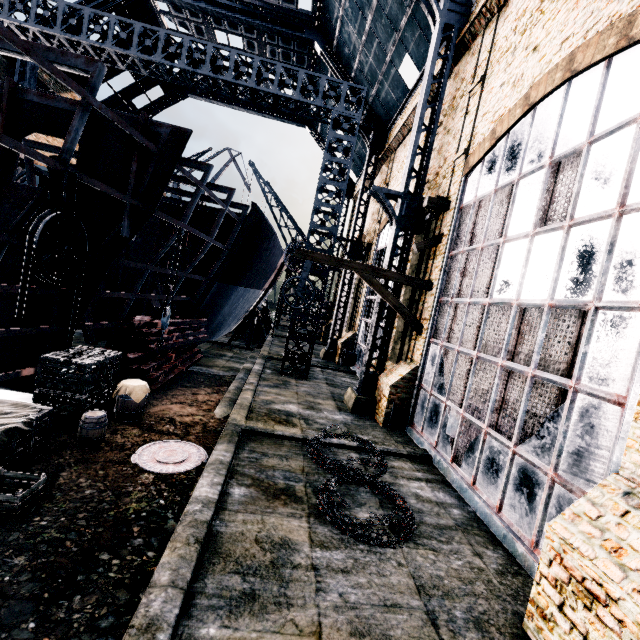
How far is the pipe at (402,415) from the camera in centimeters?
1305cm

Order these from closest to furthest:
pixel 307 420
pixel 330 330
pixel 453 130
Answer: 1. pixel 307 420
2. pixel 453 130
3. pixel 330 330

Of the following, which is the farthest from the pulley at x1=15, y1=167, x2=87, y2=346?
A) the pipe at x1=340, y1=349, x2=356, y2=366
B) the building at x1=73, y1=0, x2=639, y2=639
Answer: the pipe at x1=340, y1=349, x2=356, y2=366

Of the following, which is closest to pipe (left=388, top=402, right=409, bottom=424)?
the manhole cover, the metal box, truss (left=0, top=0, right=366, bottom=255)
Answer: the metal box

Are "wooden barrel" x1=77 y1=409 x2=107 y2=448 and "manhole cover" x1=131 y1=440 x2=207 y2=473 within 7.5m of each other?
yes

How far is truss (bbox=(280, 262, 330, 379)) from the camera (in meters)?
17.98

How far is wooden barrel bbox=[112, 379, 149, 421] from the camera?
9.5 meters

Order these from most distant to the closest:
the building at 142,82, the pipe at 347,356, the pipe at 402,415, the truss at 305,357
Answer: the building at 142,82 → the pipe at 347,356 → the truss at 305,357 → the pipe at 402,415
